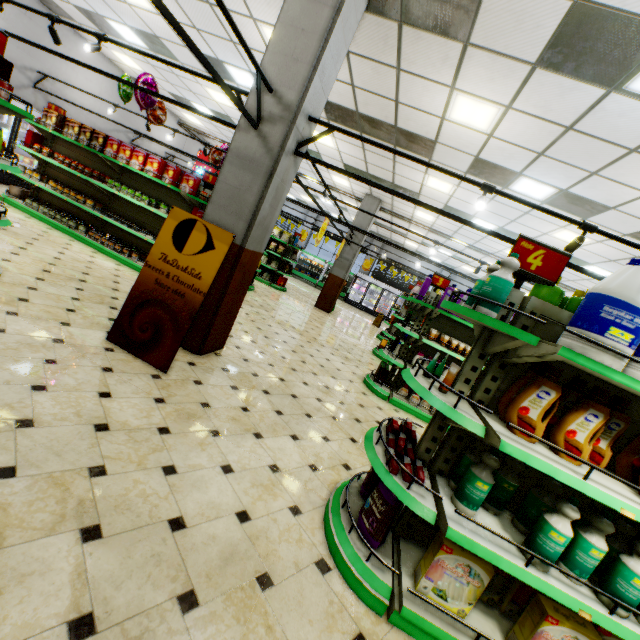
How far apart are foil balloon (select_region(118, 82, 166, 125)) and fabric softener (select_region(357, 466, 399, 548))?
8.4m

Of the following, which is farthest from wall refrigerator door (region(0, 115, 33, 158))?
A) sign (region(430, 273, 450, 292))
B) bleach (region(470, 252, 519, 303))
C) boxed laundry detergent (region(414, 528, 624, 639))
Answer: boxed laundry detergent (region(414, 528, 624, 639))

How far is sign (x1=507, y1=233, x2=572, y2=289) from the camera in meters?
2.1 m

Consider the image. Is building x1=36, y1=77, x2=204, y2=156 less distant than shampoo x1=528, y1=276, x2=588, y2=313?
No

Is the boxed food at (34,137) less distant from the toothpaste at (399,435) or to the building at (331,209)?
the building at (331,209)

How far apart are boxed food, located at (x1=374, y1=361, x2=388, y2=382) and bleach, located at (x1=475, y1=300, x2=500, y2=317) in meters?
4.1 m

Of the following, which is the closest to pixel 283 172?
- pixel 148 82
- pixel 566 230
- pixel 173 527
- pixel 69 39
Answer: pixel 173 527

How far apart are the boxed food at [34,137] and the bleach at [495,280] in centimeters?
1021cm
